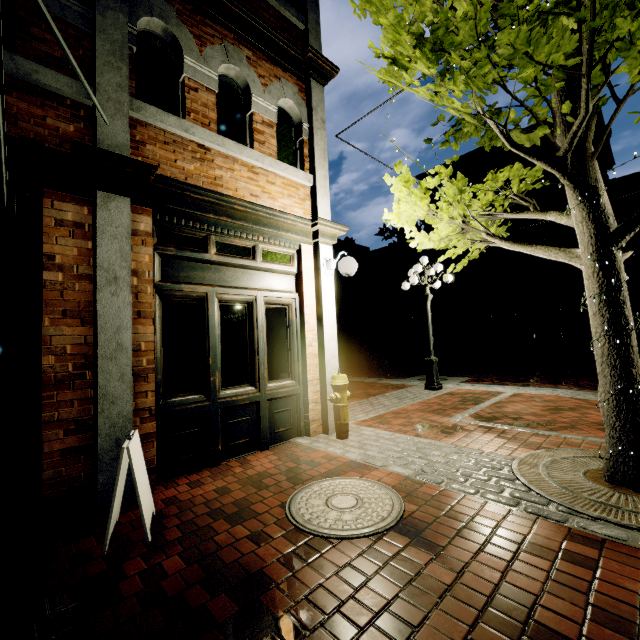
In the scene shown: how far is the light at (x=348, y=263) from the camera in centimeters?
484cm

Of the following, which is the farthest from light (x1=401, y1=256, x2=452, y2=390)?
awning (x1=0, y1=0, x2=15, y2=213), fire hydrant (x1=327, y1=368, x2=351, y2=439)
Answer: awning (x1=0, y1=0, x2=15, y2=213)

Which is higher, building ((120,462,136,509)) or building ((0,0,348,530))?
building ((0,0,348,530))

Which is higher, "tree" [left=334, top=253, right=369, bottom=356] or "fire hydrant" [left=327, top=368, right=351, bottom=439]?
"tree" [left=334, top=253, right=369, bottom=356]

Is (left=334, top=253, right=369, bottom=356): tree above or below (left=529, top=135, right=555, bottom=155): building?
below

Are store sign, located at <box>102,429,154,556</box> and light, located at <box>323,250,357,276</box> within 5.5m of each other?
yes

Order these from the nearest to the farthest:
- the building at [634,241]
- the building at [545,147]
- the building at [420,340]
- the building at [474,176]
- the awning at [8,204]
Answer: the awning at [8,204]
the building at [634,241]
the building at [545,147]
the building at [474,176]
the building at [420,340]

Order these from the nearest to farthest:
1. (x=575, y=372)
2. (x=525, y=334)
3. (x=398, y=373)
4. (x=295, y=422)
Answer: (x=295, y=422), (x=575, y=372), (x=398, y=373), (x=525, y=334)
